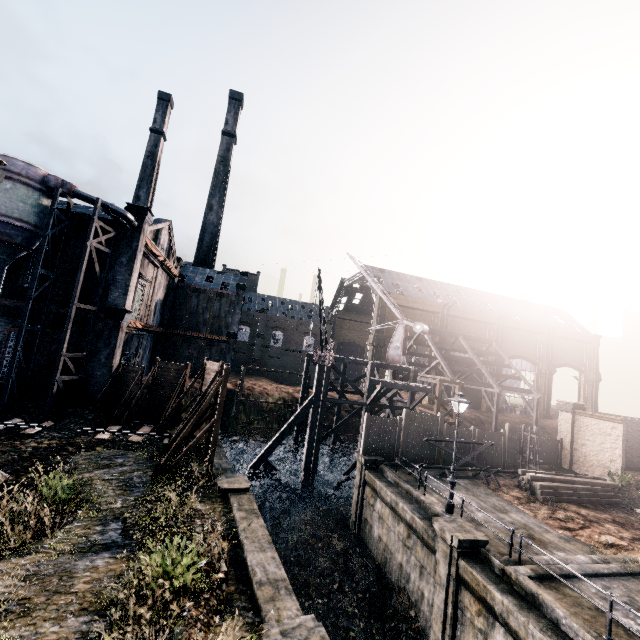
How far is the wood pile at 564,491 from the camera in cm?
1886

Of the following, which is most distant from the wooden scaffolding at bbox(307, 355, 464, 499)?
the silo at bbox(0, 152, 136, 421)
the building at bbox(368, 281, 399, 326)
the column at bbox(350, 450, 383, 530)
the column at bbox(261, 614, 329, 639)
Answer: the column at bbox(261, 614, 329, 639)

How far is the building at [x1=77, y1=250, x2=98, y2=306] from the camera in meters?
25.4

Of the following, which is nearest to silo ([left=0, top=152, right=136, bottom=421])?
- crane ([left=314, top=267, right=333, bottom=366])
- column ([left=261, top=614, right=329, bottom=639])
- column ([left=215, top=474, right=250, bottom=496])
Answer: column ([left=215, top=474, right=250, bottom=496])

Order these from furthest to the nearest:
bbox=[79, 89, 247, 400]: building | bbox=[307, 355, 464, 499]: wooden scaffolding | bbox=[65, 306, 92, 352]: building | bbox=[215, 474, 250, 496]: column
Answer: bbox=[307, 355, 464, 499]: wooden scaffolding, bbox=[79, 89, 247, 400]: building, bbox=[65, 306, 92, 352]: building, bbox=[215, 474, 250, 496]: column

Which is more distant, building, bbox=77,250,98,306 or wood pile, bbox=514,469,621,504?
building, bbox=77,250,98,306

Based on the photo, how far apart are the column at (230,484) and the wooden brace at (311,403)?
9.8 meters

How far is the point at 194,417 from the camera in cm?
1647
